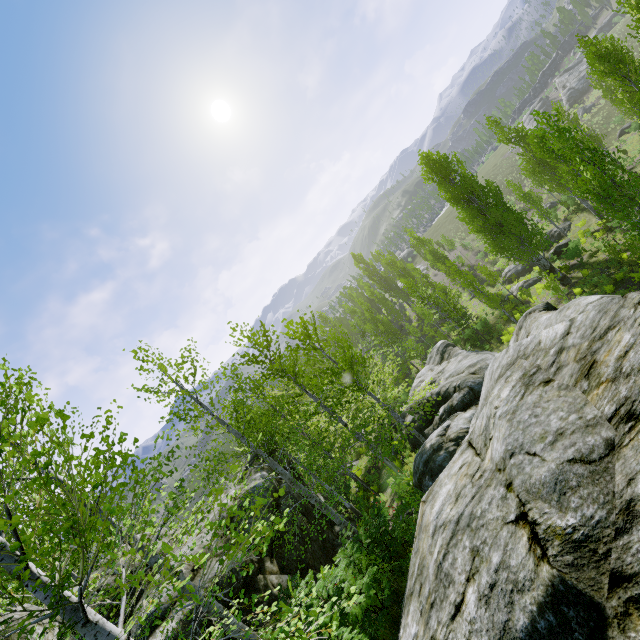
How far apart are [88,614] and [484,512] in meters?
4.4

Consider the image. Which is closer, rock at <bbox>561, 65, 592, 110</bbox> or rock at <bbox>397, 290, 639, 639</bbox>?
rock at <bbox>397, 290, 639, 639</bbox>

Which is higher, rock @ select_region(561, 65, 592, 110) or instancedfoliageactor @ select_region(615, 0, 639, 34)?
instancedfoliageactor @ select_region(615, 0, 639, 34)

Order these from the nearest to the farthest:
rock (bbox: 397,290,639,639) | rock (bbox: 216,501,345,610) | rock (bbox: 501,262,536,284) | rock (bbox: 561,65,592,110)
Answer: rock (bbox: 397,290,639,639)
rock (bbox: 216,501,345,610)
rock (bbox: 501,262,536,284)
rock (bbox: 561,65,592,110)

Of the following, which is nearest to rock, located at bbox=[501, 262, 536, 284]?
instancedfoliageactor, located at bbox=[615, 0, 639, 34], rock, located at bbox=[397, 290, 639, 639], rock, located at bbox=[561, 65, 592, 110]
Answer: instancedfoliageactor, located at bbox=[615, 0, 639, 34]

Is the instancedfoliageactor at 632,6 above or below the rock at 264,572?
above

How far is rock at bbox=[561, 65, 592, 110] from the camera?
55.7m

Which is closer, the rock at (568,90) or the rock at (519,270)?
the rock at (519,270)
